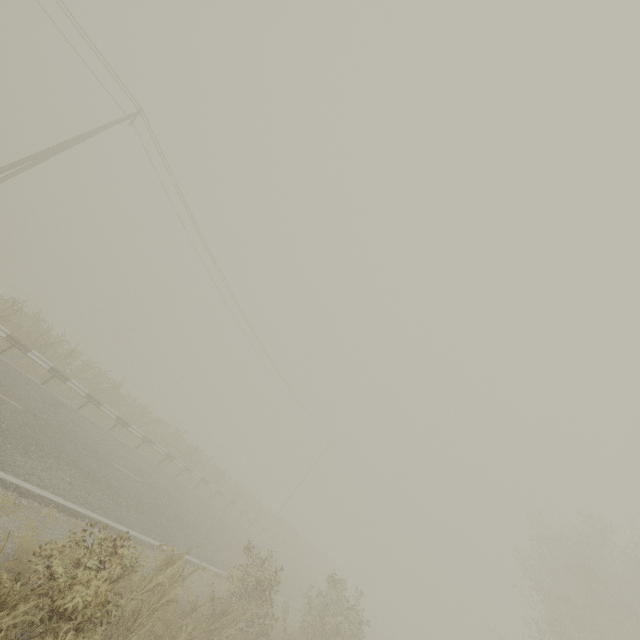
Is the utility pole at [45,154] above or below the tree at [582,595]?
below

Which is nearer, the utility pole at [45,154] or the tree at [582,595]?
the utility pole at [45,154]

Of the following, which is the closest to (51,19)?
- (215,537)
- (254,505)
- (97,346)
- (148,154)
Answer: (148,154)

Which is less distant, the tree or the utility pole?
the utility pole

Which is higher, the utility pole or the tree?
the tree
